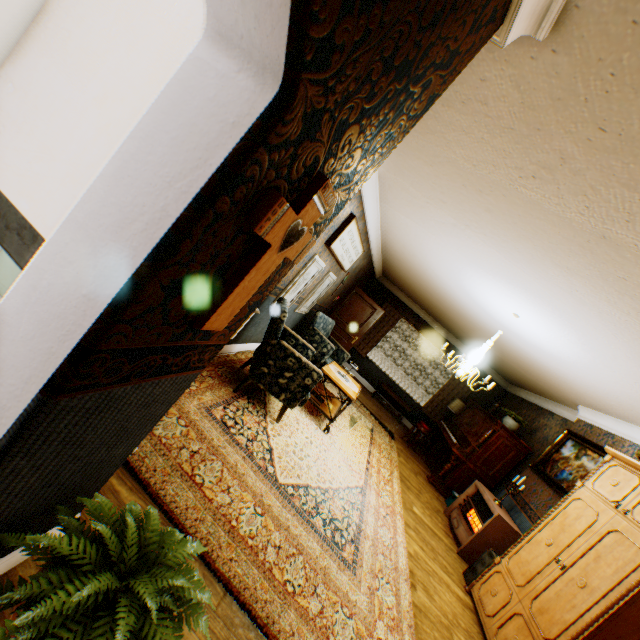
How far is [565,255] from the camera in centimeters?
256cm

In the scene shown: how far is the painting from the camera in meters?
4.9 m

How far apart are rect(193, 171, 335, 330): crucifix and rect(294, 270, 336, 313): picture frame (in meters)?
4.63

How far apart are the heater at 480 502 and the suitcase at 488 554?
0.4m

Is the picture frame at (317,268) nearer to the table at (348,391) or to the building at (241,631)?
the building at (241,631)

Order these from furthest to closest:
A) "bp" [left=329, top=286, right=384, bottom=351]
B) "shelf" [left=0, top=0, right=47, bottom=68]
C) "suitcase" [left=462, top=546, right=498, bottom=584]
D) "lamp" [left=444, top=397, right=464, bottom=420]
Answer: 1. "lamp" [left=444, top=397, right=464, bottom=420]
2. "bp" [left=329, top=286, right=384, bottom=351]
3. "suitcase" [left=462, top=546, right=498, bottom=584]
4. "shelf" [left=0, top=0, right=47, bottom=68]

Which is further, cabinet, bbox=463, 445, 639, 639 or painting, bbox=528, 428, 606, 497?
painting, bbox=528, 428, 606, 497

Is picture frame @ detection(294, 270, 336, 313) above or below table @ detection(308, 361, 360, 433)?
above
